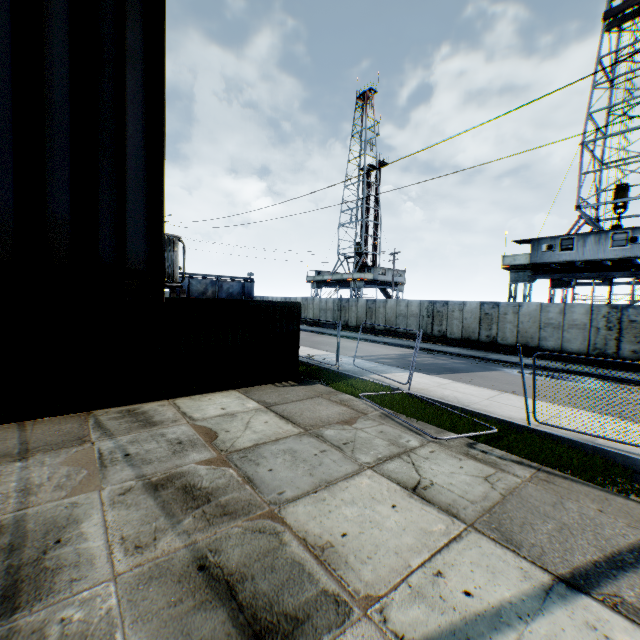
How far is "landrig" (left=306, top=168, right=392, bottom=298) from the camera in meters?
45.1 m

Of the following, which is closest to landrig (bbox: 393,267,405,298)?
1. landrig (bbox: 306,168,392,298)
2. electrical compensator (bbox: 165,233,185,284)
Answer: landrig (bbox: 306,168,392,298)

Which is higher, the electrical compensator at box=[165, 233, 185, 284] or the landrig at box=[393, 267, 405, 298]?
the landrig at box=[393, 267, 405, 298]

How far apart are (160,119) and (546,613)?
5.84m

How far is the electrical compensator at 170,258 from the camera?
17.52m

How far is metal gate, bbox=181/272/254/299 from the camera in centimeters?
4228cm

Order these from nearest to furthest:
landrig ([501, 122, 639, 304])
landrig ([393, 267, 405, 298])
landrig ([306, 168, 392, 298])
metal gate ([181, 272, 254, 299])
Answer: landrig ([501, 122, 639, 304]) → metal gate ([181, 272, 254, 299]) → landrig ([306, 168, 392, 298]) → landrig ([393, 267, 405, 298])

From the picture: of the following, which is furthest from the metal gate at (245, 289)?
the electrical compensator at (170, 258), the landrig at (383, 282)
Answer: the electrical compensator at (170, 258)
